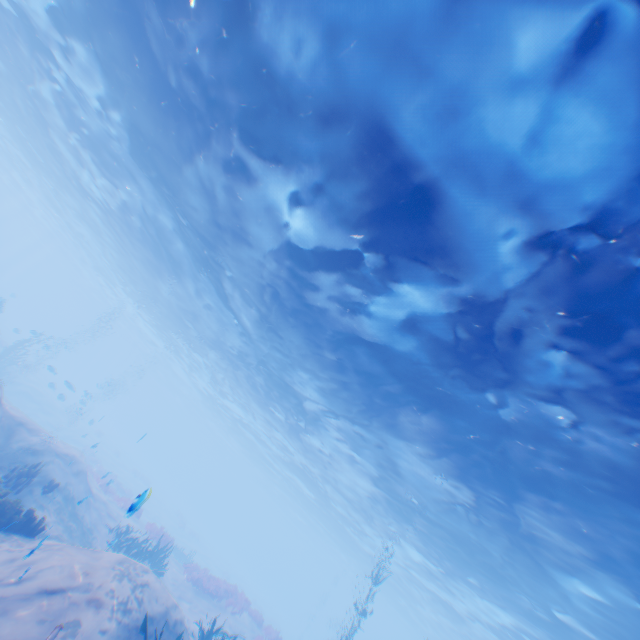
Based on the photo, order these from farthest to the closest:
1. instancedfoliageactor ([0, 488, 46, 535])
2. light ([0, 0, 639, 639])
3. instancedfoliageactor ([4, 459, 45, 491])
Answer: instancedfoliageactor ([4, 459, 45, 491]), instancedfoliageactor ([0, 488, 46, 535]), light ([0, 0, 639, 639])

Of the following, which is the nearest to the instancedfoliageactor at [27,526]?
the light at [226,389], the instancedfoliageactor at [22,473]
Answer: the instancedfoliageactor at [22,473]

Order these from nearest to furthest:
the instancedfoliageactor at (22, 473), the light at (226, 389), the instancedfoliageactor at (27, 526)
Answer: the light at (226, 389) < the instancedfoliageactor at (27, 526) < the instancedfoliageactor at (22, 473)

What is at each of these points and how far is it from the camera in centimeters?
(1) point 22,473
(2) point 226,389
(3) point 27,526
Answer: (1) instancedfoliageactor, 1098cm
(2) light, 3528cm
(3) instancedfoliageactor, 874cm

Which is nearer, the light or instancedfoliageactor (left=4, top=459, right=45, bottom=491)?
the light

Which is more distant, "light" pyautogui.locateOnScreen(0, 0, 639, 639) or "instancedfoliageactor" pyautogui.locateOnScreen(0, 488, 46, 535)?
"instancedfoliageactor" pyautogui.locateOnScreen(0, 488, 46, 535)

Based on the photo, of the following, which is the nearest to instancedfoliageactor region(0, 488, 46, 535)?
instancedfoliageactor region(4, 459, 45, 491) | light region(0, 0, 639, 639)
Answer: instancedfoliageactor region(4, 459, 45, 491)

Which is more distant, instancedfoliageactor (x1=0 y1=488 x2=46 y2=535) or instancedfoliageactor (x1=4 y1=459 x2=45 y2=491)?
instancedfoliageactor (x1=4 y1=459 x2=45 y2=491)
